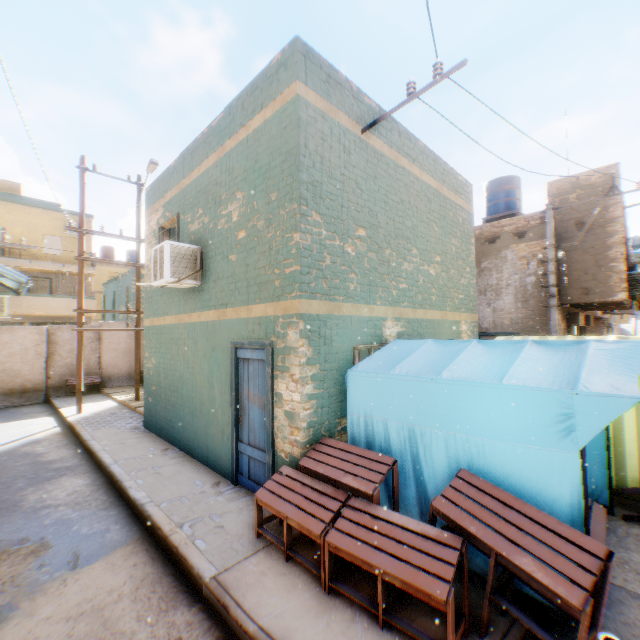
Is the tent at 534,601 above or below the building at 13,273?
below

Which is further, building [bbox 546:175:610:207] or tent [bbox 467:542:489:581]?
building [bbox 546:175:610:207]

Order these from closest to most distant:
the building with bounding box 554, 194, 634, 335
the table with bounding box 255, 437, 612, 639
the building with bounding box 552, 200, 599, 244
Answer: the table with bounding box 255, 437, 612, 639
the building with bounding box 554, 194, 634, 335
the building with bounding box 552, 200, 599, 244

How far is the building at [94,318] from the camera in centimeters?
2342cm

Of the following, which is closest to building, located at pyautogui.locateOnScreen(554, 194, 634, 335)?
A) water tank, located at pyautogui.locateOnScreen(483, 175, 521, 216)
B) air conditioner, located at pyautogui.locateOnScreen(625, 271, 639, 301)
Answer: air conditioner, located at pyautogui.locateOnScreen(625, 271, 639, 301)

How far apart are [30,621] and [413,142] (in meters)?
9.45

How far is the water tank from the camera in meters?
15.2
